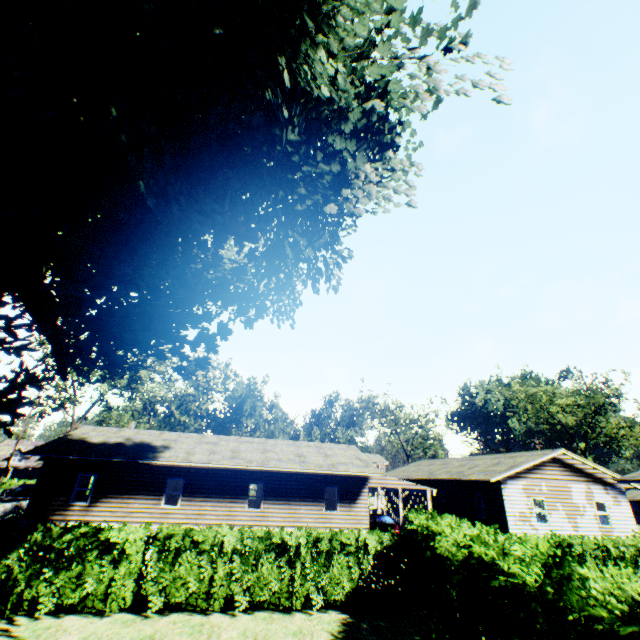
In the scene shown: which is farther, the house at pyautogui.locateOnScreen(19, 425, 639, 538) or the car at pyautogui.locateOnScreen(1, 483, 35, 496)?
the car at pyautogui.locateOnScreen(1, 483, 35, 496)

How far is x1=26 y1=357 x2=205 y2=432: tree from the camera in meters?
30.5

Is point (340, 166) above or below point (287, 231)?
above

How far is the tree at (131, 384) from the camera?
30.5m

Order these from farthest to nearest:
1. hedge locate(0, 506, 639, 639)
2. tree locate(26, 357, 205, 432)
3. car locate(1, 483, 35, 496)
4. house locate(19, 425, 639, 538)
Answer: car locate(1, 483, 35, 496) → tree locate(26, 357, 205, 432) → house locate(19, 425, 639, 538) → hedge locate(0, 506, 639, 639)

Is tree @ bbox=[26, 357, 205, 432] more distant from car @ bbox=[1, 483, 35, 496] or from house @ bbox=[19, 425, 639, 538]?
house @ bbox=[19, 425, 639, 538]

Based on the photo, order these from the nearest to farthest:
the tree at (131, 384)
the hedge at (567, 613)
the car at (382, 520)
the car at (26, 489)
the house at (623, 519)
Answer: the hedge at (567, 613)
the house at (623, 519)
the car at (382, 520)
the tree at (131, 384)
the car at (26, 489)

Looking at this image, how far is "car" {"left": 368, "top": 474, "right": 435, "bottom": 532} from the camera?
22.6m
